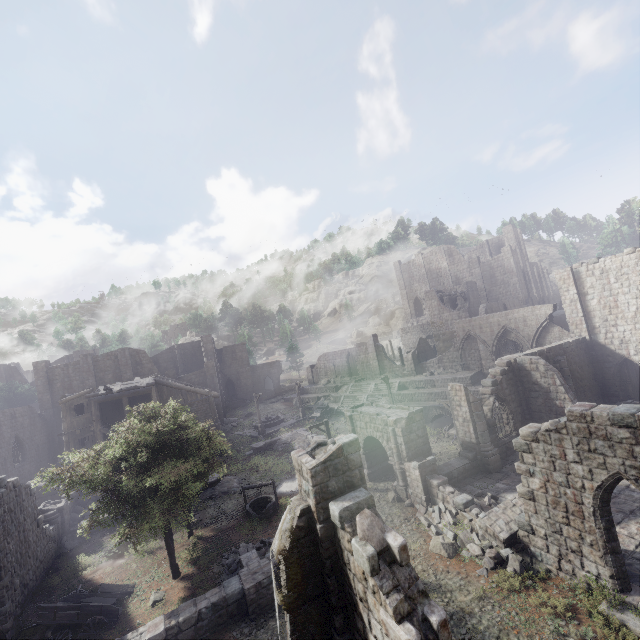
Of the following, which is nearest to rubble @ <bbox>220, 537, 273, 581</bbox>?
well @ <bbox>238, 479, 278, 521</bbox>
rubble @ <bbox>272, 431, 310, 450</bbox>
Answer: well @ <bbox>238, 479, 278, 521</bbox>

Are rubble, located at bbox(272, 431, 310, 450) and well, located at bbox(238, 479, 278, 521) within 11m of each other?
yes

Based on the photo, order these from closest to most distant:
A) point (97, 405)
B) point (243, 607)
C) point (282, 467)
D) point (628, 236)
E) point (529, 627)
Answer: point (529, 627) < point (243, 607) < point (282, 467) < point (97, 405) < point (628, 236)

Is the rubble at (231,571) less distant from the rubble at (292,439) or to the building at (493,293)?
the building at (493,293)

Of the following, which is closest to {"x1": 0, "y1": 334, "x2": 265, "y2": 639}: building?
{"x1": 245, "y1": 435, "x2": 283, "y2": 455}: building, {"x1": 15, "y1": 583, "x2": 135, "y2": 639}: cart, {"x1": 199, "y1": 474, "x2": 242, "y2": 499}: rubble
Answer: {"x1": 199, "y1": 474, "x2": 242, "y2": 499}: rubble

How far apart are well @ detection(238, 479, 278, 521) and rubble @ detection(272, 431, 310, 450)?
9.7m

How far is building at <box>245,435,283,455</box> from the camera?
32.1 meters

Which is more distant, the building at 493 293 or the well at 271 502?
the well at 271 502
